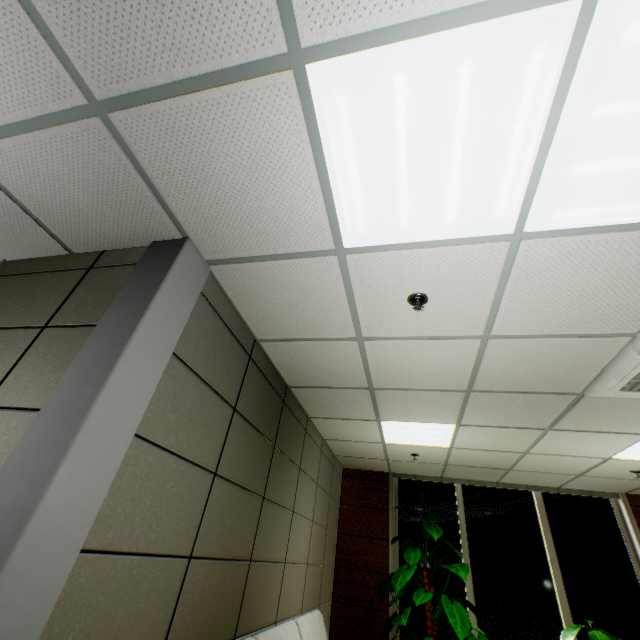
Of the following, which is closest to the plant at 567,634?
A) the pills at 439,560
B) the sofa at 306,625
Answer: the pills at 439,560

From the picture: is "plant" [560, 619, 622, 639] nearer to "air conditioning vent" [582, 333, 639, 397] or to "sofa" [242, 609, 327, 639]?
"sofa" [242, 609, 327, 639]

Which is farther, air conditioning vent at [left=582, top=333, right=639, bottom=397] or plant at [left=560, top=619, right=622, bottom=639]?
plant at [left=560, top=619, right=622, bottom=639]

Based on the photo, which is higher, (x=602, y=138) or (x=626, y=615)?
(x=602, y=138)

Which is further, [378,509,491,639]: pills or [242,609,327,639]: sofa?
[378,509,491,639]: pills

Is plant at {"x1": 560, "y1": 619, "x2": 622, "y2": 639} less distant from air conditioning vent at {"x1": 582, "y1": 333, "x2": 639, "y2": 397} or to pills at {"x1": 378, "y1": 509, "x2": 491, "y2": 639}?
pills at {"x1": 378, "y1": 509, "x2": 491, "y2": 639}

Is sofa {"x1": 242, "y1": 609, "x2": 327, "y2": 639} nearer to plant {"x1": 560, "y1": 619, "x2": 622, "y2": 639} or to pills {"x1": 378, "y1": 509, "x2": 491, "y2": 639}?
pills {"x1": 378, "y1": 509, "x2": 491, "y2": 639}

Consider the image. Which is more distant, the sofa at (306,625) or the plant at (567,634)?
the plant at (567,634)
